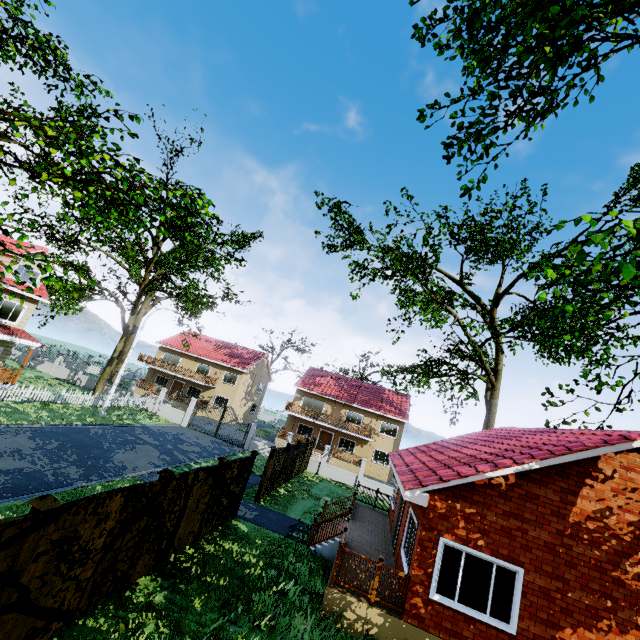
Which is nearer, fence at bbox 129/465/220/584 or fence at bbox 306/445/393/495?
fence at bbox 129/465/220/584

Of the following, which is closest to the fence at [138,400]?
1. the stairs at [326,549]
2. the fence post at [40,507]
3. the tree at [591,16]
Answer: the fence post at [40,507]

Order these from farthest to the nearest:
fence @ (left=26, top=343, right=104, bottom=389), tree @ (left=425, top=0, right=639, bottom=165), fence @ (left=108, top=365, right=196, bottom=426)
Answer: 1. fence @ (left=26, top=343, right=104, bottom=389)
2. fence @ (left=108, top=365, right=196, bottom=426)
3. tree @ (left=425, top=0, right=639, bottom=165)

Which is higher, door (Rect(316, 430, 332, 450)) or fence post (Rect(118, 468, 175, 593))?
fence post (Rect(118, 468, 175, 593))

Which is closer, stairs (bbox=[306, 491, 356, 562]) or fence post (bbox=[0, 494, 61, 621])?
fence post (bbox=[0, 494, 61, 621])

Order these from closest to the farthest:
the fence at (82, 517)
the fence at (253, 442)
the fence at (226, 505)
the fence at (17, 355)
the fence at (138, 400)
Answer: the fence at (82, 517) → the fence at (226, 505) → the fence at (253, 442) → the fence at (138, 400) → the fence at (17, 355)

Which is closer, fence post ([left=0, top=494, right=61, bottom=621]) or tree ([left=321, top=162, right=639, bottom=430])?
fence post ([left=0, top=494, right=61, bottom=621])

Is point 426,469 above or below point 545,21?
below
